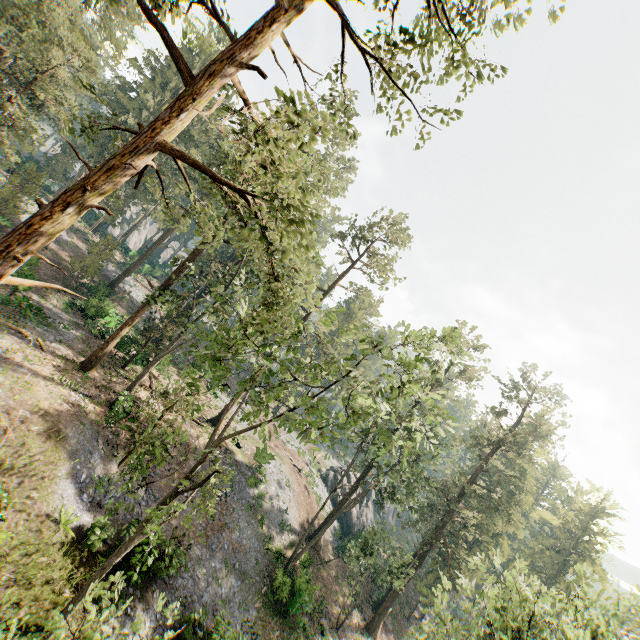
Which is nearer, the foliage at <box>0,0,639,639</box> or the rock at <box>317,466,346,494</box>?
the foliage at <box>0,0,639,639</box>

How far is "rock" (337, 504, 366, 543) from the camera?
43.6m

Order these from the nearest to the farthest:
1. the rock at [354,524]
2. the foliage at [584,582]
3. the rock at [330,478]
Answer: the foliage at [584,582], the rock at [354,524], the rock at [330,478]

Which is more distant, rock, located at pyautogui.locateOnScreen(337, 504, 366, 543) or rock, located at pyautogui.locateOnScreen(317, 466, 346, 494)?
rock, located at pyautogui.locateOnScreen(317, 466, 346, 494)

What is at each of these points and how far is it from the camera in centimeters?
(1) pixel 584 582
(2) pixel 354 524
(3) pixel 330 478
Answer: (1) foliage, 4594cm
(2) rock, 4688cm
(3) rock, 4944cm

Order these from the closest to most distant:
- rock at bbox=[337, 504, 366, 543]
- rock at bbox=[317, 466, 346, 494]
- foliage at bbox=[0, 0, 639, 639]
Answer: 1. foliage at bbox=[0, 0, 639, 639]
2. rock at bbox=[337, 504, 366, 543]
3. rock at bbox=[317, 466, 346, 494]

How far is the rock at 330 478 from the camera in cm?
4866
